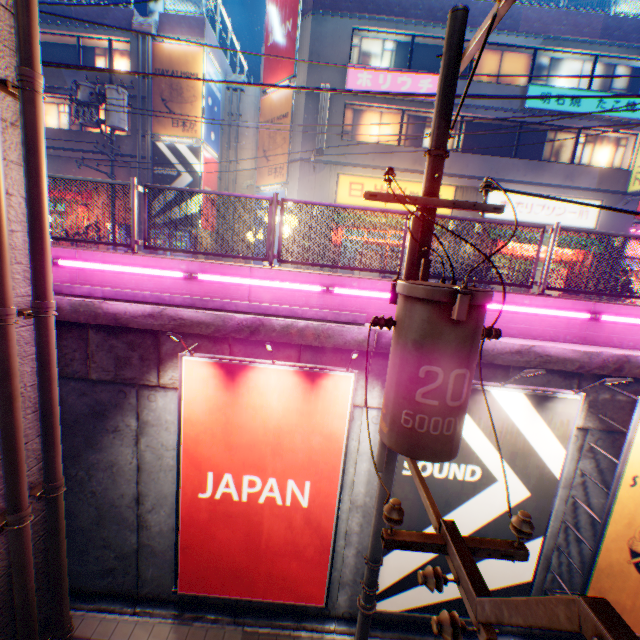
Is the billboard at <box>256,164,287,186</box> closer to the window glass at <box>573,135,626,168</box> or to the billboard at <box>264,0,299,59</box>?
the billboard at <box>264,0,299,59</box>

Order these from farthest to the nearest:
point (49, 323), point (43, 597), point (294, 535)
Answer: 1. point (294, 535)
2. point (43, 597)
3. point (49, 323)

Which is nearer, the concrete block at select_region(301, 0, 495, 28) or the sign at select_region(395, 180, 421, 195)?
the concrete block at select_region(301, 0, 495, 28)

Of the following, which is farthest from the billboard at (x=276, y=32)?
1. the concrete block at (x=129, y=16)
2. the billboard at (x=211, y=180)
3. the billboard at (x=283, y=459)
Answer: the billboard at (x=283, y=459)

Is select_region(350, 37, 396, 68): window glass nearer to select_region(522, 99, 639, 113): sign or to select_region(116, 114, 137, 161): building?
select_region(522, 99, 639, 113): sign

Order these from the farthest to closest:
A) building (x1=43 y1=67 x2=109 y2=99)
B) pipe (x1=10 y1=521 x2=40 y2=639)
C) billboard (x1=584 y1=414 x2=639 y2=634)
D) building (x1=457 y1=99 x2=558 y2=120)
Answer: building (x1=43 y1=67 x2=109 y2=99) < building (x1=457 y1=99 x2=558 y2=120) < billboard (x1=584 y1=414 x2=639 y2=634) < pipe (x1=10 y1=521 x2=40 y2=639)

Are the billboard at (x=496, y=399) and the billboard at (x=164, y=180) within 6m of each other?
no

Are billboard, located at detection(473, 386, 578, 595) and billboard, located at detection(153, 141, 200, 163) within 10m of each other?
no
